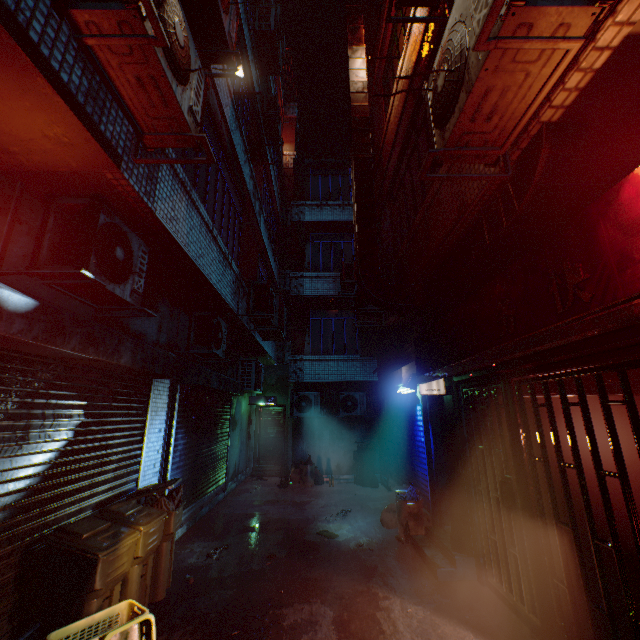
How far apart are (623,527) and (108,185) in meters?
5.1

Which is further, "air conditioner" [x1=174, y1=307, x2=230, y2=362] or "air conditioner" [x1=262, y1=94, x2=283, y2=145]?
"air conditioner" [x1=262, y1=94, x2=283, y2=145]

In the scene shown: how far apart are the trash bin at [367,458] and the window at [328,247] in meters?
5.8 m

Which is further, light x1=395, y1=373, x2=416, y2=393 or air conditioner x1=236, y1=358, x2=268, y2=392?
air conditioner x1=236, y1=358, x2=268, y2=392

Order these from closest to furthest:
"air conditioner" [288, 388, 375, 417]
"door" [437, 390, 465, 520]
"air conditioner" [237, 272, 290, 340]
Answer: "door" [437, 390, 465, 520], "air conditioner" [237, 272, 290, 340], "air conditioner" [288, 388, 375, 417]

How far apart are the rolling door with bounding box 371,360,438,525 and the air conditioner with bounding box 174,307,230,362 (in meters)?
3.28

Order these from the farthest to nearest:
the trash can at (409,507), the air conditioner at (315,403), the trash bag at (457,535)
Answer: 1. the air conditioner at (315,403)
2. the trash can at (409,507)
3. the trash bag at (457,535)

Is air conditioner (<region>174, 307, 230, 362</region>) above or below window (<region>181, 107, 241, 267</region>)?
below
